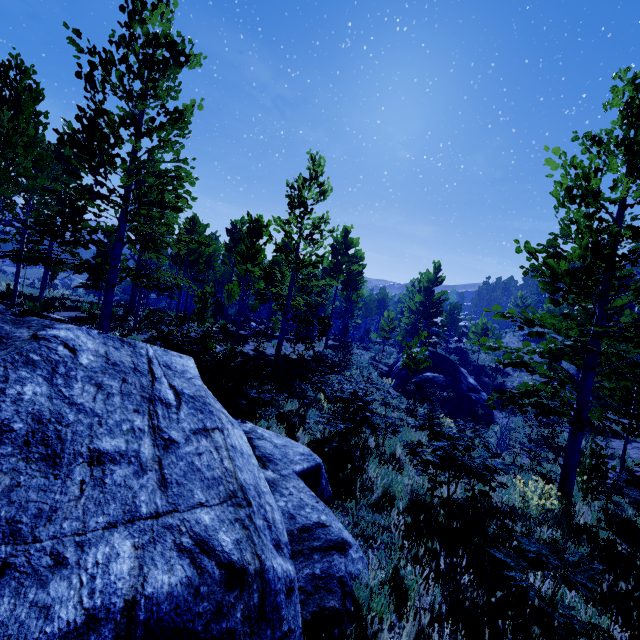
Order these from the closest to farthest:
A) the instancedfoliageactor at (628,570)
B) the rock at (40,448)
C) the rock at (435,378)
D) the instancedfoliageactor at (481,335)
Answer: the rock at (40,448) → the instancedfoliageactor at (628,570) → the instancedfoliageactor at (481,335) → the rock at (435,378)

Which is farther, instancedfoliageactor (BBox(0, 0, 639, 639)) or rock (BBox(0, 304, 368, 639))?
instancedfoliageactor (BBox(0, 0, 639, 639))

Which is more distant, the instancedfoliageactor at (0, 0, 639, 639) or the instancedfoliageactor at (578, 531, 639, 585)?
the instancedfoliageactor at (0, 0, 639, 639)

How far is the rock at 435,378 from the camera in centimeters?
1977cm

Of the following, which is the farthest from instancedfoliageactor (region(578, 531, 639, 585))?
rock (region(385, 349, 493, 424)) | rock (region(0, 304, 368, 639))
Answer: rock (region(385, 349, 493, 424))

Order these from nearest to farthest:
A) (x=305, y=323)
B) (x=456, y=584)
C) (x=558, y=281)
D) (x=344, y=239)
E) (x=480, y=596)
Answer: (x=480, y=596) < (x=456, y=584) < (x=558, y=281) < (x=305, y=323) < (x=344, y=239)

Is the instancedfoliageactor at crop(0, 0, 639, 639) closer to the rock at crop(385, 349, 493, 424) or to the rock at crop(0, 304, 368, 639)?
the rock at crop(0, 304, 368, 639)
